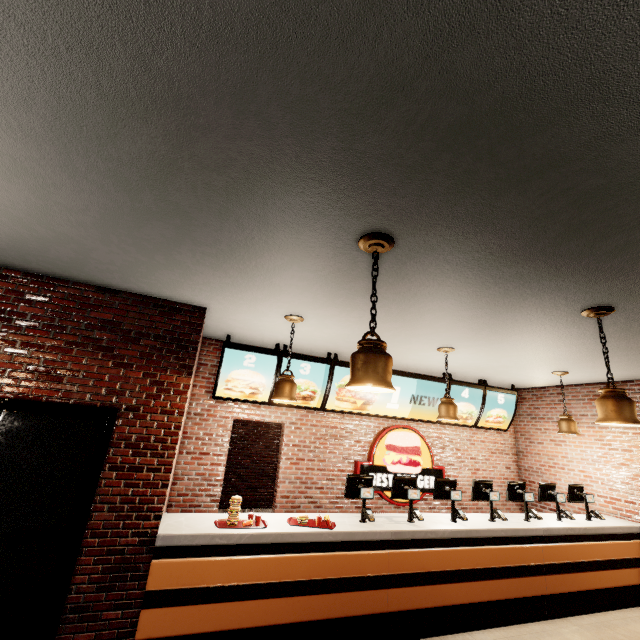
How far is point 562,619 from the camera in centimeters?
432cm
